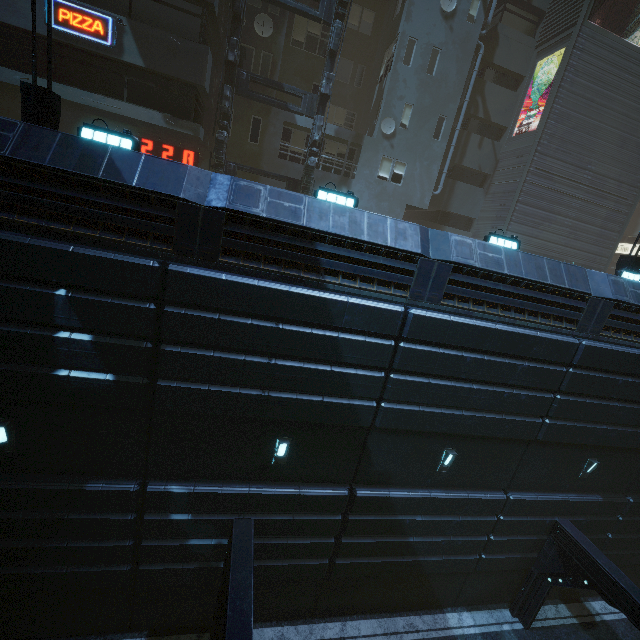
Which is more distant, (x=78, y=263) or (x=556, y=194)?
(x=556, y=194)

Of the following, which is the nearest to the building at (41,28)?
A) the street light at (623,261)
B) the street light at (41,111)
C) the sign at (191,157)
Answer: the sign at (191,157)

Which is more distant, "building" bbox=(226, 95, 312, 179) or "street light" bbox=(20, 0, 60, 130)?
"building" bbox=(226, 95, 312, 179)

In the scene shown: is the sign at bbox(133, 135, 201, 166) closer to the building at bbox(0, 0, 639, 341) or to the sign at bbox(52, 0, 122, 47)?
the building at bbox(0, 0, 639, 341)

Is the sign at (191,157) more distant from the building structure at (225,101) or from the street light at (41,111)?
the street light at (41,111)

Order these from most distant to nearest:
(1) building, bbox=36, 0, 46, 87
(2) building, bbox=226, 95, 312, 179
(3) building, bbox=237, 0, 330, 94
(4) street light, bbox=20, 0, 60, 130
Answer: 1. (2) building, bbox=226, 95, 312, 179
2. (3) building, bbox=237, 0, 330, 94
3. (1) building, bbox=36, 0, 46, 87
4. (4) street light, bbox=20, 0, 60, 130

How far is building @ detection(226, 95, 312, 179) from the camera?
17.2 meters

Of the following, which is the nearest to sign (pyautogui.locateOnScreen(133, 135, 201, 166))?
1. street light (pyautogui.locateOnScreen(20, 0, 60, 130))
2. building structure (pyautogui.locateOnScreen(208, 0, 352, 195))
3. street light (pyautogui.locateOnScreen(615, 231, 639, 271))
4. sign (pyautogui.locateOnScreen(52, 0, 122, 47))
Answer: building structure (pyautogui.locateOnScreen(208, 0, 352, 195))
